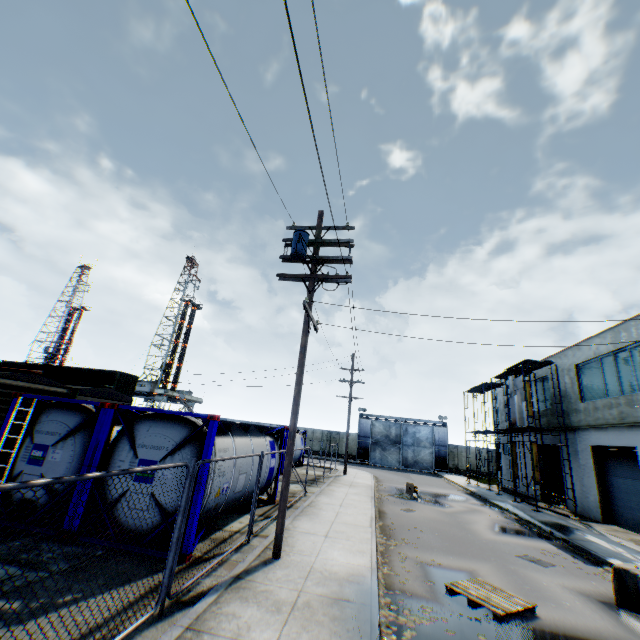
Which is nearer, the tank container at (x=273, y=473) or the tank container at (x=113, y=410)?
the tank container at (x=113, y=410)

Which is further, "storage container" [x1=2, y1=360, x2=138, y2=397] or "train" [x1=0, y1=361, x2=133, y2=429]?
A: "storage container" [x1=2, y1=360, x2=138, y2=397]

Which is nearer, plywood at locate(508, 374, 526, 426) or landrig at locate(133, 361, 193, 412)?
plywood at locate(508, 374, 526, 426)

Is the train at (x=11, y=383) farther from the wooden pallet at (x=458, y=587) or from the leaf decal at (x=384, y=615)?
the wooden pallet at (x=458, y=587)

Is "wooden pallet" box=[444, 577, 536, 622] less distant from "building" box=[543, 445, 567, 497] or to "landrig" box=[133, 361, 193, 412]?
"building" box=[543, 445, 567, 497]

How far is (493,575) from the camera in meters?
8.6

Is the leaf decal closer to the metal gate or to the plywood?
the plywood

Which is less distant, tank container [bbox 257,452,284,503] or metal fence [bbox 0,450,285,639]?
metal fence [bbox 0,450,285,639]
